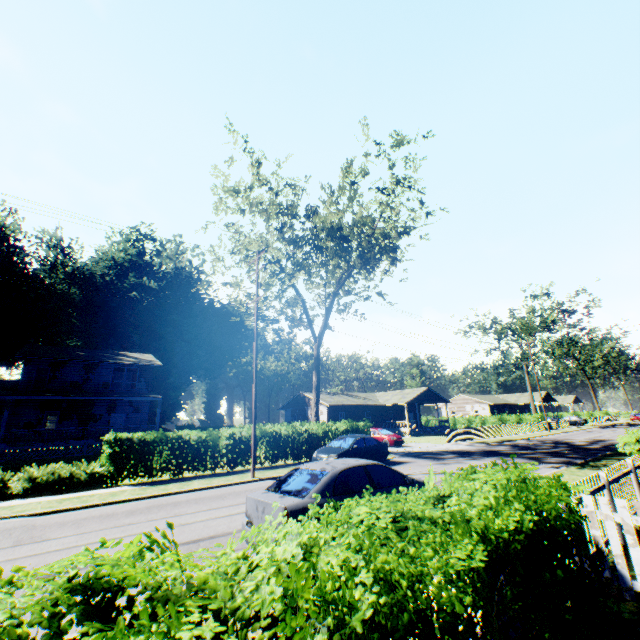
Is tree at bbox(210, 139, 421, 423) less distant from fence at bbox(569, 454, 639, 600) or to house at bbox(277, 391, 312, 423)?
house at bbox(277, 391, 312, 423)

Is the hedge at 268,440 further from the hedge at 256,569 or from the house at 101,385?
the house at 101,385

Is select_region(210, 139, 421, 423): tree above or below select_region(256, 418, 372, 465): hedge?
above

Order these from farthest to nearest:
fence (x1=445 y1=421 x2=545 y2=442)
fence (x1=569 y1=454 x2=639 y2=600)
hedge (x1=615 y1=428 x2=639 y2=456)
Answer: fence (x1=445 y1=421 x2=545 y2=442)
hedge (x1=615 y1=428 x2=639 y2=456)
fence (x1=569 y1=454 x2=639 y2=600)

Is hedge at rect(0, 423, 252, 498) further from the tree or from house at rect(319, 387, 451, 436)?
house at rect(319, 387, 451, 436)

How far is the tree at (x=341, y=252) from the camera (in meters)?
20.44

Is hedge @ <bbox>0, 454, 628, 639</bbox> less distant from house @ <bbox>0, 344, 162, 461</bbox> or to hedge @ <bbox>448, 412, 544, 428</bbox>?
house @ <bbox>0, 344, 162, 461</bbox>

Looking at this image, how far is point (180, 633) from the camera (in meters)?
1.27
